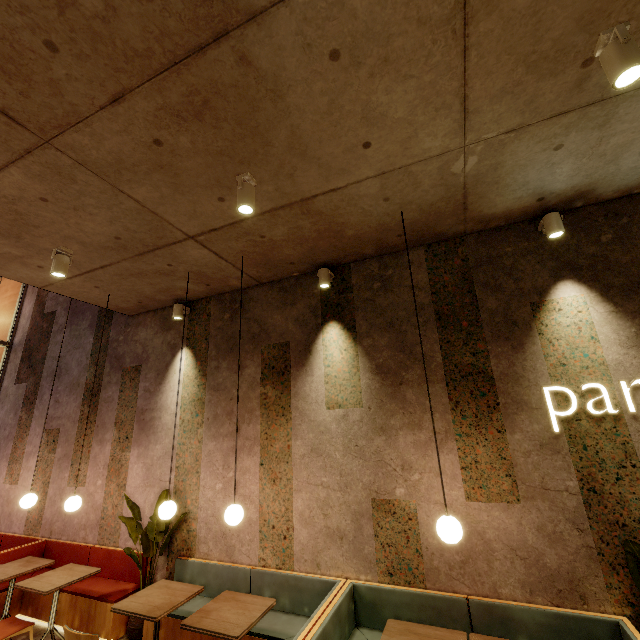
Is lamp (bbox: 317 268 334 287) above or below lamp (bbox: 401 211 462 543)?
above

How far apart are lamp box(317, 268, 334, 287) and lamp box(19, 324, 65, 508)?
4.48m

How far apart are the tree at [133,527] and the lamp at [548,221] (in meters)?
5.71

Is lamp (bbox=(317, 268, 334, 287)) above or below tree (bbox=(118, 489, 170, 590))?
above

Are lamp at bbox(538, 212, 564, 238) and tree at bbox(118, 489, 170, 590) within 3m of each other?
no

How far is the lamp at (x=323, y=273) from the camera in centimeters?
437cm

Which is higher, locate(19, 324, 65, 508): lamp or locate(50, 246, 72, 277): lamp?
locate(50, 246, 72, 277): lamp

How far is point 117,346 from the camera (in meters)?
6.12
